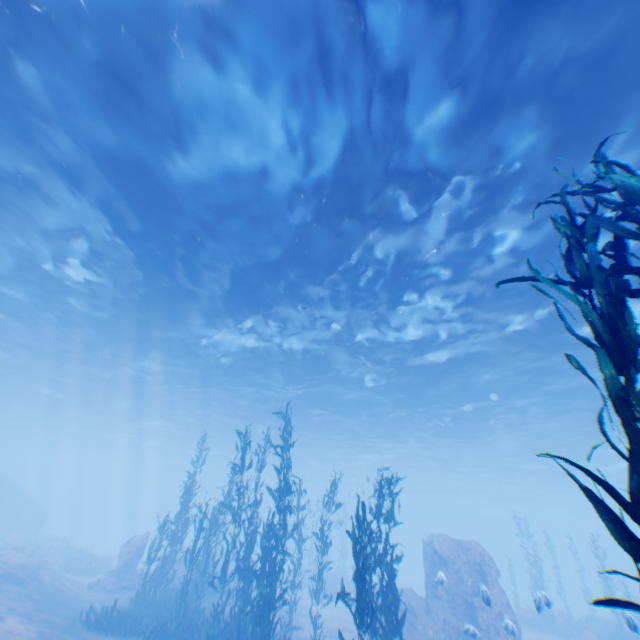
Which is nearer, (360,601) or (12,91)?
(360,601)

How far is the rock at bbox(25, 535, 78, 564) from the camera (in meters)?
25.08

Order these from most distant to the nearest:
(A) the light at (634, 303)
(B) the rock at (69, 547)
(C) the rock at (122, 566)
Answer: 1. (B) the rock at (69, 547)
2. (C) the rock at (122, 566)
3. (A) the light at (634, 303)

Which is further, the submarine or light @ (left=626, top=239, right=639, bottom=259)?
the submarine

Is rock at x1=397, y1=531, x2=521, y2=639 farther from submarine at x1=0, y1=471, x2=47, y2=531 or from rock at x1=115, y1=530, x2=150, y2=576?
rock at x1=115, y1=530, x2=150, y2=576

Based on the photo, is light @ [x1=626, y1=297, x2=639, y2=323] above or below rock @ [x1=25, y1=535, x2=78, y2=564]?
above

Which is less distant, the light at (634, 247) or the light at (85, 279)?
the light at (85, 279)

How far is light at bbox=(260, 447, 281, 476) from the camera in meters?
43.5 m
